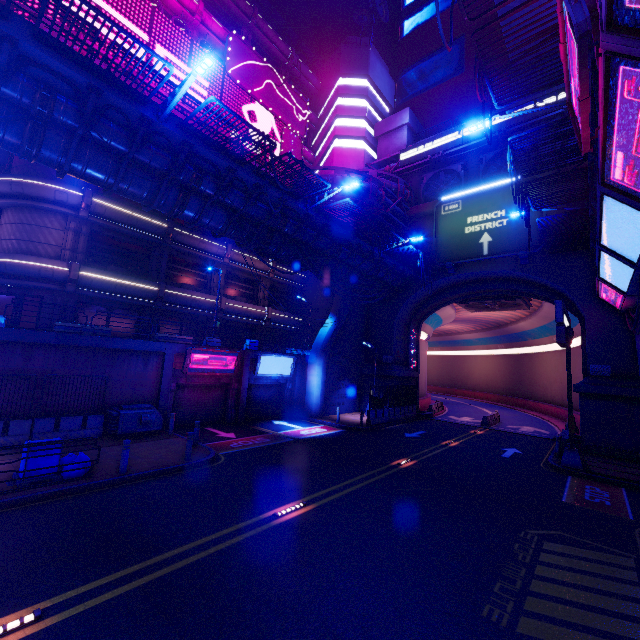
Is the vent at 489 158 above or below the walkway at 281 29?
below

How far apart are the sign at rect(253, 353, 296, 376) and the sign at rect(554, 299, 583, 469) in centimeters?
1651cm

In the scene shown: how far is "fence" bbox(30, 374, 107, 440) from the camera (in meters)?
13.48

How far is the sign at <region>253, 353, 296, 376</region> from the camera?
22.4m

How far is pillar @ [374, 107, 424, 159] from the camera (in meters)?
33.19

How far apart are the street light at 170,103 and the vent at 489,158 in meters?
24.9

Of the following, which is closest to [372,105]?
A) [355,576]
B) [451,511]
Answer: [451,511]

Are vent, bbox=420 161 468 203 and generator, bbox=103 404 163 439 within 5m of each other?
no
